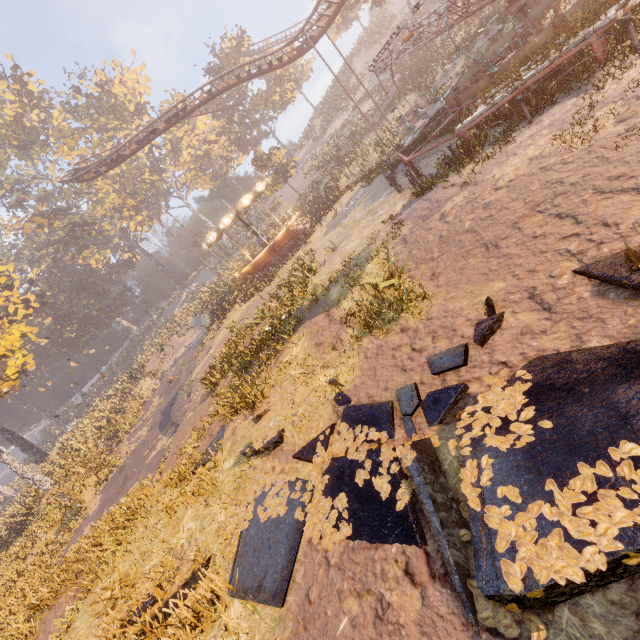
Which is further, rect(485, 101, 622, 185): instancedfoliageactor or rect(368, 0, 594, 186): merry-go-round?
rect(368, 0, 594, 186): merry-go-round

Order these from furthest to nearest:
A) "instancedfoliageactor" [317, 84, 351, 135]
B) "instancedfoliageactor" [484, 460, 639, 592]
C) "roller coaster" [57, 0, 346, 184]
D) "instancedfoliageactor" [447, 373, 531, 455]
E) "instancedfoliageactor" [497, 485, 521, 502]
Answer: "instancedfoliageactor" [317, 84, 351, 135]
"roller coaster" [57, 0, 346, 184]
"instancedfoliageactor" [447, 373, 531, 455]
"instancedfoliageactor" [497, 485, 521, 502]
"instancedfoliageactor" [484, 460, 639, 592]

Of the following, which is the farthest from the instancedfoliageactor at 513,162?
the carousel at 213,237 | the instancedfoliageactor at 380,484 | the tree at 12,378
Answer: the tree at 12,378

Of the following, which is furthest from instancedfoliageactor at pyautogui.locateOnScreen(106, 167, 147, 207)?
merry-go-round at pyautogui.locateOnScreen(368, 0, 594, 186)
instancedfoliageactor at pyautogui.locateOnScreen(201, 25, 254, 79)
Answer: merry-go-round at pyautogui.locateOnScreen(368, 0, 594, 186)

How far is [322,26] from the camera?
21.53m

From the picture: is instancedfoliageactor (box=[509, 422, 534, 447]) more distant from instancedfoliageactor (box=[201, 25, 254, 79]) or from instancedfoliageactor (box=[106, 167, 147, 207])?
instancedfoliageactor (box=[201, 25, 254, 79])

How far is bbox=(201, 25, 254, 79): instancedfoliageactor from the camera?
45.66m

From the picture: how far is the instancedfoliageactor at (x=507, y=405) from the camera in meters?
3.4 m
